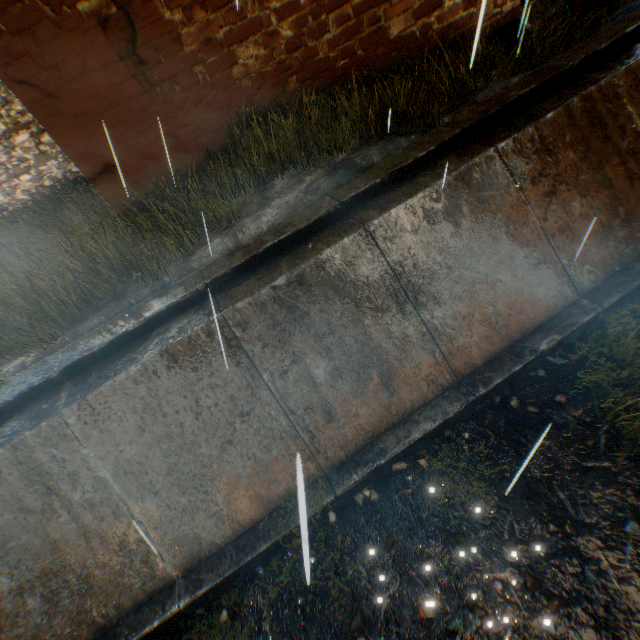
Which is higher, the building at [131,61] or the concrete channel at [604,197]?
the building at [131,61]

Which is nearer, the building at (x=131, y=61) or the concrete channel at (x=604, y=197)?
the concrete channel at (x=604, y=197)

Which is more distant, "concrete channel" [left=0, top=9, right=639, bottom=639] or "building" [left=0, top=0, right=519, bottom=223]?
"building" [left=0, top=0, right=519, bottom=223]

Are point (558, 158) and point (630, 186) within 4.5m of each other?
yes

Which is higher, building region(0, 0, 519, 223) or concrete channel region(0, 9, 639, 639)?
building region(0, 0, 519, 223)
